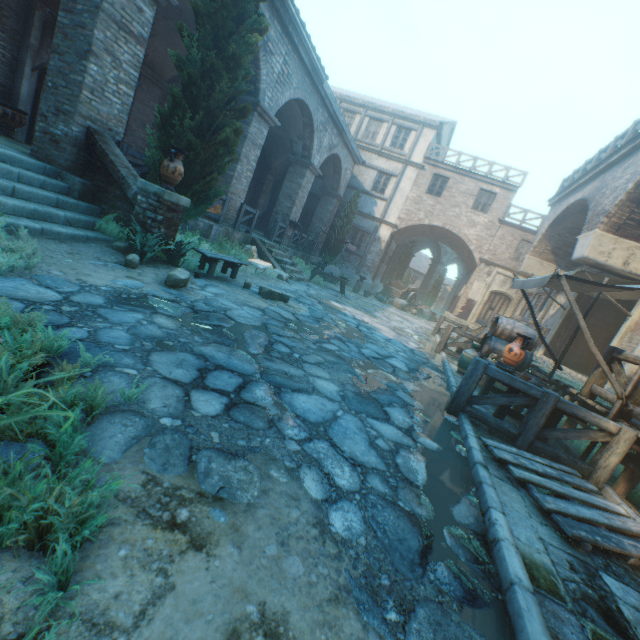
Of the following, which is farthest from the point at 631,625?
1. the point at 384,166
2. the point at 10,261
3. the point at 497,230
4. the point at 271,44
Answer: the point at 384,166

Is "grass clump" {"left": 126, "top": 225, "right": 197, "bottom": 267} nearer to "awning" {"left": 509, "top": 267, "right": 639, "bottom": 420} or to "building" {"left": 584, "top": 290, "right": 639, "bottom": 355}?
"building" {"left": 584, "top": 290, "right": 639, "bottom": 355}

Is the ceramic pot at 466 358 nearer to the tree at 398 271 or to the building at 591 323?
the building at 591 323

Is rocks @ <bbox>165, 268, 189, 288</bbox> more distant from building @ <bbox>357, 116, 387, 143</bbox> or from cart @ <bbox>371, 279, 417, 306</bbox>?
cart @ <bbox>371, 279, 417, 306</bbox>

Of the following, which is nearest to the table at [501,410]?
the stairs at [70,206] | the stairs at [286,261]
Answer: the stairs at [70,206]

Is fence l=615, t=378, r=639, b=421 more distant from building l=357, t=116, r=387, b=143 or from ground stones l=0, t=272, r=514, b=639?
building l=357, t=116, r=387, b=143

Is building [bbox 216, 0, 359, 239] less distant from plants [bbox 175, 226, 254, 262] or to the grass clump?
the grass clump

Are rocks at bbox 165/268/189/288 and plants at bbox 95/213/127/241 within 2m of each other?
yes
